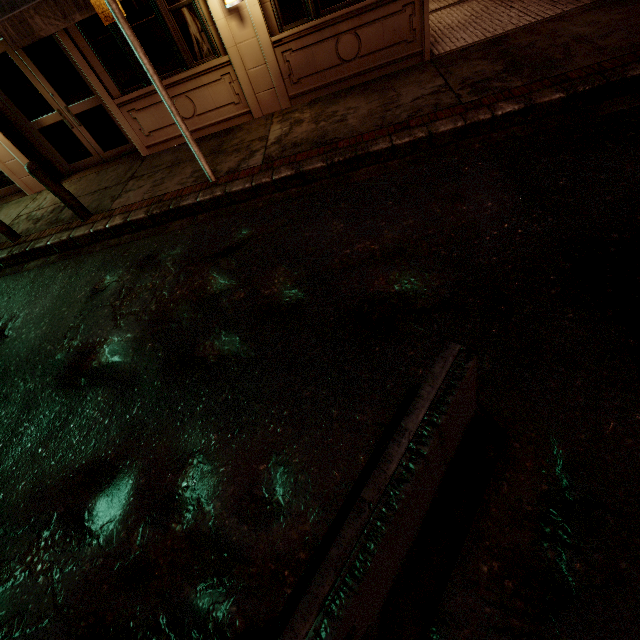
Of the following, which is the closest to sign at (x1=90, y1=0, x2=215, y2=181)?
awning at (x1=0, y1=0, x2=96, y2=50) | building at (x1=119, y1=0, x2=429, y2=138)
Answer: awning at (x1=0, y1=0, x2=96, y2=50)

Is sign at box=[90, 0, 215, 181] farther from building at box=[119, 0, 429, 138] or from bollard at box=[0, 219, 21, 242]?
bollard at box=[0, 219, 21, 242]

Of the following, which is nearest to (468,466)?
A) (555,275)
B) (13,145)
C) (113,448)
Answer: (555,275)

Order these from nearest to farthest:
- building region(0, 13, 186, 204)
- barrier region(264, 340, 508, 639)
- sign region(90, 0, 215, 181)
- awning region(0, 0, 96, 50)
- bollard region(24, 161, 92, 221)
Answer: barrier region(264, 340, 508, 639), sign region(90, 0, 215, 181), awning region(0, 0, 96, 50), bollard region(24, 161, 92, 221), building region(0, 13, 186, 204)

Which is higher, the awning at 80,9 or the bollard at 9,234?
the awning at 80,9

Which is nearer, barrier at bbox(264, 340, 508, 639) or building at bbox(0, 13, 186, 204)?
barrier at bbox(264, 340, 508, 639)

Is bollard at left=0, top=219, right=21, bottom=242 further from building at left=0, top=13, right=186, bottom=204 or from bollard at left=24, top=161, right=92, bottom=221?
building at left=0, top=13, right=186, bottom=204

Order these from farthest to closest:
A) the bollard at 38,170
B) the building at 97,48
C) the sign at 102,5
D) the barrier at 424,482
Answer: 1. the building at 97,48
2. the bollard at 38,170
3. the sign at 102,5
4. the barrier at 424,482
